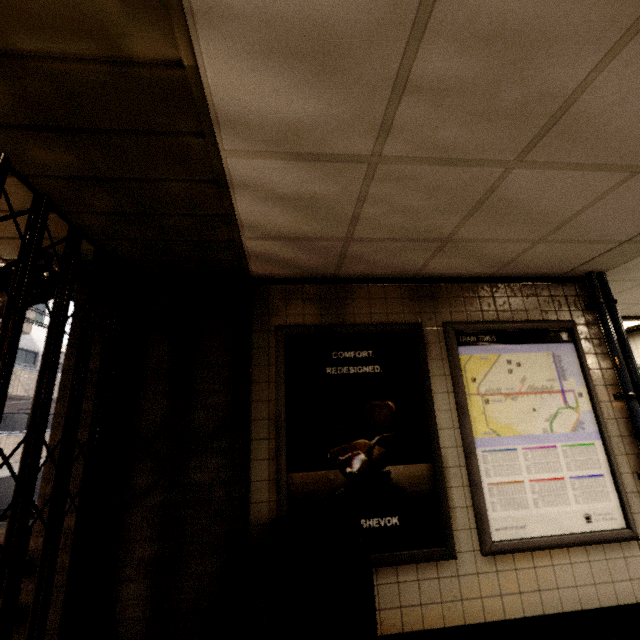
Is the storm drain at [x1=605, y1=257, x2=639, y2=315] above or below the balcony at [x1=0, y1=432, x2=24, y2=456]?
above

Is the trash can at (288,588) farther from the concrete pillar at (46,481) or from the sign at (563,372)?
the sign at (563,372)

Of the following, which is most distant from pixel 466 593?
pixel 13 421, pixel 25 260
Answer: pixel 13 421

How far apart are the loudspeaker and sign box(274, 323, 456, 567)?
1.6 meters

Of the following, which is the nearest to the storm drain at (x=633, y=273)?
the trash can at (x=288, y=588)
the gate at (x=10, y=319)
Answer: the trash can at (x=288, y=588)

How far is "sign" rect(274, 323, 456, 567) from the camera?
2.4 meters

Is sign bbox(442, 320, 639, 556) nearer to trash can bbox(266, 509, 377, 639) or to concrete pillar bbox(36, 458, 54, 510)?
trash can bbox(266, 509, 377, 639)

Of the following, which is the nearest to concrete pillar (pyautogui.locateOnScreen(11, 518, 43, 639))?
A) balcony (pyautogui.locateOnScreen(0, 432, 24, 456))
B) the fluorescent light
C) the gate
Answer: the gate
